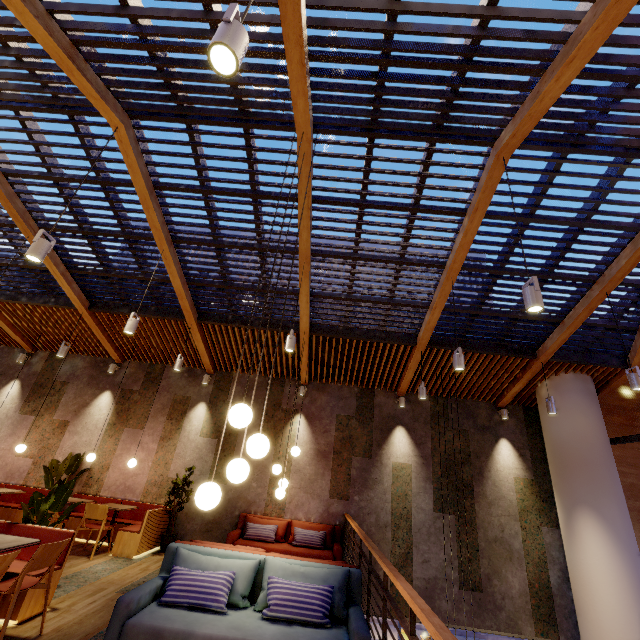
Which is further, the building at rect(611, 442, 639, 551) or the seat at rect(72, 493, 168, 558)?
the building at rect(611, 442, 639, 551)

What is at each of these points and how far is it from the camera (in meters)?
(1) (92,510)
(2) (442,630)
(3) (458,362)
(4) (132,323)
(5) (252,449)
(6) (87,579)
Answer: (1) chair, 6.19
(2) railing, 1.68
(3) lamp, 4.99
(4) lamp, 5.29
(5) lamp, 2.55
(6) building, 4.91

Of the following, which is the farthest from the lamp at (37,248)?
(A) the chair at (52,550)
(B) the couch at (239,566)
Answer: (B) the couch at (239,566)

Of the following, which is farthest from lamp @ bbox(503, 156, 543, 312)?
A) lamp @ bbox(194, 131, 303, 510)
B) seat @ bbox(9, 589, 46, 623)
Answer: seat @ bbox(9, 589, 46, 623)

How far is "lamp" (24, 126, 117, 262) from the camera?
3.5m

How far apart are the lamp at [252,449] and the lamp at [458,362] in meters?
3.1

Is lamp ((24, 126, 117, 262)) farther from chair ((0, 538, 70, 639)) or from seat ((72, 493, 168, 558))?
seat ((72, 493, 168, 558))

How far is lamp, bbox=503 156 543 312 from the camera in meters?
3.2
